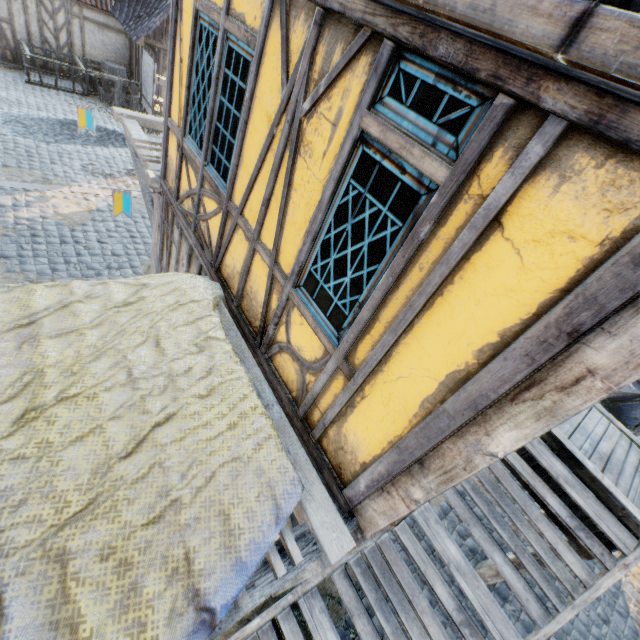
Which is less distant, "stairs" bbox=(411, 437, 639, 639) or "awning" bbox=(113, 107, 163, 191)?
"stairs" bbox=(411, 437, 639, 639)

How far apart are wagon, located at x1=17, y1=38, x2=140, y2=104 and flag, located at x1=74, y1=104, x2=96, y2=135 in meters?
9.4

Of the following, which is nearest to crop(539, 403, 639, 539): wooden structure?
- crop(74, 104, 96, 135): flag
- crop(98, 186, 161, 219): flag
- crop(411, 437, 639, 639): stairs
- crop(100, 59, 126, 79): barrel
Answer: crop(411, 437, 639, 639): stairs

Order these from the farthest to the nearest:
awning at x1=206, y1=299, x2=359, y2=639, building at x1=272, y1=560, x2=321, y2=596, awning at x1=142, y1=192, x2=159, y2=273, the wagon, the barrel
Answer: the barrel < the wagon < awning at x1=142, y1=192, x2=159, y2=273 < building at x1=272, y1=560, x2=321, y2=596 < awning at x1=206, y1=299, x2=359, y2=639

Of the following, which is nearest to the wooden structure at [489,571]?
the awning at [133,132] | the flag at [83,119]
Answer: the awning at [133,132]

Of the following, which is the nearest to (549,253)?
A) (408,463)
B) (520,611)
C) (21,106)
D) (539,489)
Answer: (408,463)

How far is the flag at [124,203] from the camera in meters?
5.1

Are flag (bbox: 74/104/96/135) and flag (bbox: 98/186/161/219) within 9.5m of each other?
yes
